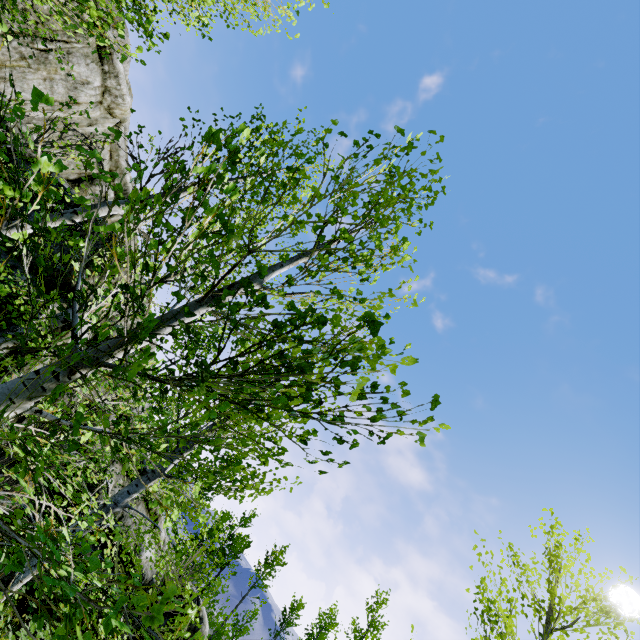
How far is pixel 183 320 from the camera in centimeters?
94cm

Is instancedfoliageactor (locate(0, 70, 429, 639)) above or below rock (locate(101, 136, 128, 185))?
below

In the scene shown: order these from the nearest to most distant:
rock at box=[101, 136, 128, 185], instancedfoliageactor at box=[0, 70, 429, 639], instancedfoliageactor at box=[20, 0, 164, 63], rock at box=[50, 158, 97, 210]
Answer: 1. instancedfoliageactor at box=[0, 70, 429, 639]
2. instancedfoliageactor at box=[20, 0, 164, 63]
3. rock at box=[50, 158, 97, 210]
4. rock at box=[101, 136, 128, 185]

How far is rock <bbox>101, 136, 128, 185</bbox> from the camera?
18.5 meters

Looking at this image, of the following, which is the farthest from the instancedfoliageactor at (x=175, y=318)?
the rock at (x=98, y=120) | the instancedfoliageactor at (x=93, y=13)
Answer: the instancedfoliageactor at (x=93, y=13)

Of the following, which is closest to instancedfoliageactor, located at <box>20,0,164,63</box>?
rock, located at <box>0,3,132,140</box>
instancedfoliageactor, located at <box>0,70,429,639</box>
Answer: rock, located at <box>0,3,132,140</box>

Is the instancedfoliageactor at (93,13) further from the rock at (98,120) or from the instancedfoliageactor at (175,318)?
the instancedfoliageactor at (175,318)
